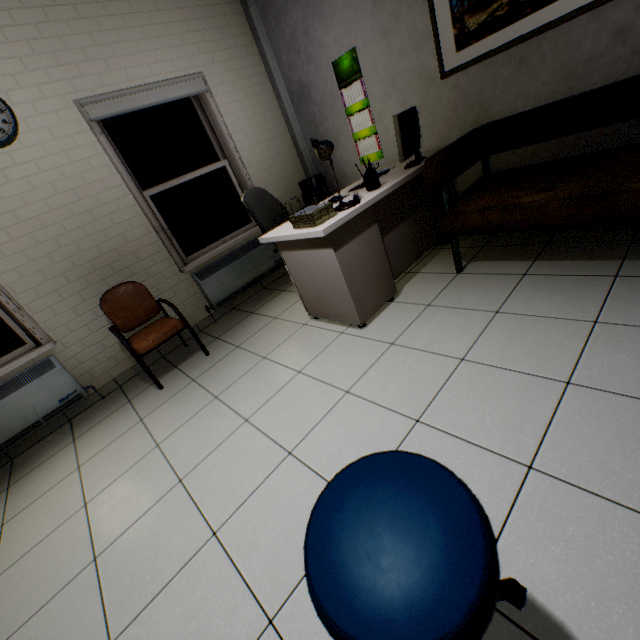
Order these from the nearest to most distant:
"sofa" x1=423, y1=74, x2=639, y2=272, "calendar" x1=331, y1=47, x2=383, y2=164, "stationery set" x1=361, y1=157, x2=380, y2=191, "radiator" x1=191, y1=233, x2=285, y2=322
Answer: "sofa" x1=423, y1=74, x2=639, y2=272
"stationery set" x1=361, y1=157, x2=380, y2=191
"calendar" x1=331, y1=47, x2=383, y2=164
"radiator" x1=191, y1=233, x2=285, y2=322

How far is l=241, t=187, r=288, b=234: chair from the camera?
3.32m

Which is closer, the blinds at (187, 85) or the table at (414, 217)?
the table at (414, 217)

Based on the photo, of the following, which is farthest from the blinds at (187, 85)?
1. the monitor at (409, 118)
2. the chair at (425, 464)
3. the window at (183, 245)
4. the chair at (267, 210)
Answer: the chair at (425, 464)

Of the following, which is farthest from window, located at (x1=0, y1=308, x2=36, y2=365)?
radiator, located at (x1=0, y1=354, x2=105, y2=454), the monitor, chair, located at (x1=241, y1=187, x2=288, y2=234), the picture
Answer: the picture

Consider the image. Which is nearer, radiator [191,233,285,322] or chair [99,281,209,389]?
chair [99,281,209,389]

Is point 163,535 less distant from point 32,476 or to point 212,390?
point 212,390

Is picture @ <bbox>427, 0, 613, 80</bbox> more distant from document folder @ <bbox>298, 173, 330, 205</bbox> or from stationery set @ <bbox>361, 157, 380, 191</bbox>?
document folder @ <bbox>298, 173, 330, 205</bbox>
